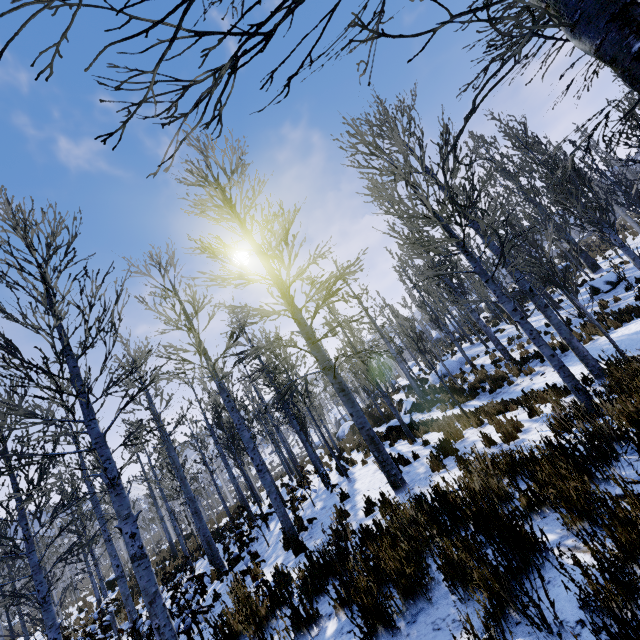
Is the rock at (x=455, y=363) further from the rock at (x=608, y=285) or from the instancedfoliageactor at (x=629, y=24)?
the rock at (x=608, y=285)

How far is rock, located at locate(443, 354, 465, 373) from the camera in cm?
2152

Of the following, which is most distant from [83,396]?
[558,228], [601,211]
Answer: [558,228]

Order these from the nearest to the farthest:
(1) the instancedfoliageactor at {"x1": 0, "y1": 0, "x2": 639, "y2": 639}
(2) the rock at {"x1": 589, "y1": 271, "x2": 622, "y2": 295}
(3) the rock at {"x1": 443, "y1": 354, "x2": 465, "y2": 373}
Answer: (1) the instancedfoliageactor at {"x1": 0, "y1": 0, "x2": 639, "y2": 639}, (2) the rock at {"x1": 589, "y1": 271, "x2": 622, "y2": 295}, (3) the rock at {"x1": 443, "y1": 354, "x2": 465, "y2": 373}

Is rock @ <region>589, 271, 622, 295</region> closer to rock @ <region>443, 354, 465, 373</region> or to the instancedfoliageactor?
the instancedfoliageactor

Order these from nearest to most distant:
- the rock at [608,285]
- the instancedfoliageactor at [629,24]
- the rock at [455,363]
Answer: the instancedfoliageactor at [629,24], the rock at [608,285], the rock at [455,363]

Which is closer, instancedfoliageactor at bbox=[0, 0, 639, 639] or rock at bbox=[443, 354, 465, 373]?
instancedfoliageactor at bbox=[0, 0, 639, 639]
